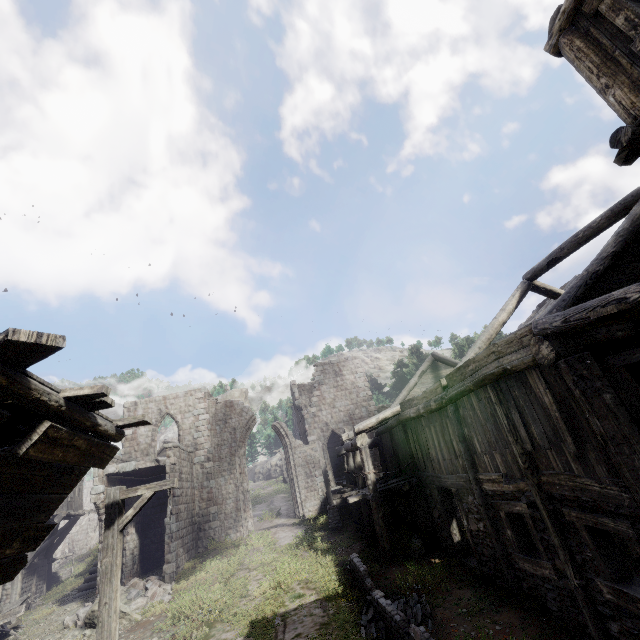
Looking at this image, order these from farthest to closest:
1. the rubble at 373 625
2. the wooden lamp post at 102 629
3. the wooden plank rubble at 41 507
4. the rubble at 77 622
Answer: the rubble at 77 622 < the rubble at 373 625 < the wooden lamp post at 102 629 < the wooden plank rubble at 41 507

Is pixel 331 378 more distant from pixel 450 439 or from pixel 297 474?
pixel 450 439

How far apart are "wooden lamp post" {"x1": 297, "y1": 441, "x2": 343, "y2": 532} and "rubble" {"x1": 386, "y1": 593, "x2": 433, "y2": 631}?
8.72m

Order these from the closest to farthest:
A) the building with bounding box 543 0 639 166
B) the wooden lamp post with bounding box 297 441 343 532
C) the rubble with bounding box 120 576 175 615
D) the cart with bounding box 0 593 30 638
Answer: the building with bounding box 543 0 639 166 < the rubble with bounding box 120 576 175 615 < the cart with bounding box 0 593 30 638 < the wooden lamp post with bounding box 297 441 343 532

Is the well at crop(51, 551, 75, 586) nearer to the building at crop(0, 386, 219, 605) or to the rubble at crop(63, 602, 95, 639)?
the building at crop(0, 386, 219, 605)

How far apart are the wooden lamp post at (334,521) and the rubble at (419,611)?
8.7 meters

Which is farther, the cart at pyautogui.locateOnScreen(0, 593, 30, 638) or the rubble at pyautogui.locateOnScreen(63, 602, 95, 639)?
the cart at pyautogui.locateOnScreen(0, 593, 30, 638)

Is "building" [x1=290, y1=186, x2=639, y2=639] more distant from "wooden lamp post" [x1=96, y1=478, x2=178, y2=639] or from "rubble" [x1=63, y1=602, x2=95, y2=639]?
"wooden lamp post" [x1=96, y1=478, x2=178, y2=639]
